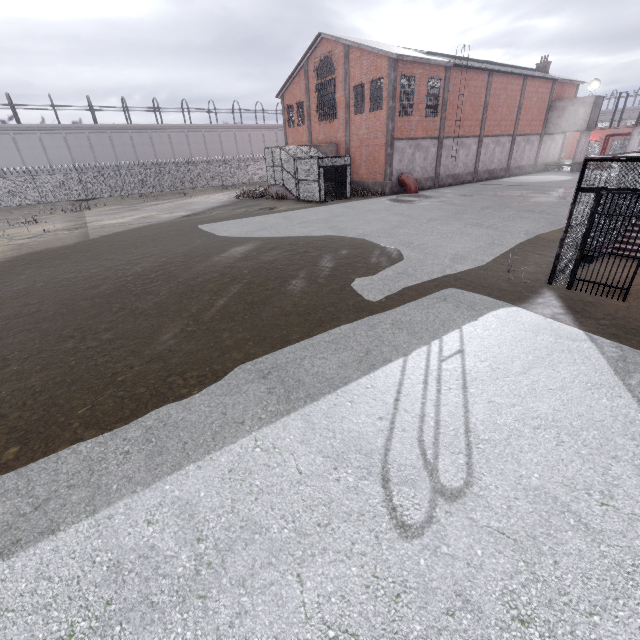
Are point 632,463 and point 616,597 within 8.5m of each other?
yes

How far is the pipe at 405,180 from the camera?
25.67m

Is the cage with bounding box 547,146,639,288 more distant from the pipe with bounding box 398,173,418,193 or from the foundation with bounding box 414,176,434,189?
the foundation with bounding box 414,176,434,189

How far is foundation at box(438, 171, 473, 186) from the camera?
29.5 meters

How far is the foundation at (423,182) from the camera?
27.8m

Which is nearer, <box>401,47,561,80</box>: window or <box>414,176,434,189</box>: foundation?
<box>401,47,561,80</box>: window

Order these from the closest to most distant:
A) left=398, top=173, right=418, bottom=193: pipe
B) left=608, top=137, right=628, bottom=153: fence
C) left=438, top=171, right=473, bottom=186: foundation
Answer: left=398, top=173, right=418, bottom=193: pipe, left=438, top=171, right=473, bottom=186: foundation, left=608, top=137, right=628, bottom=153: fence

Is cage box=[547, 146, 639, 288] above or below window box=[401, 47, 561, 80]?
below
